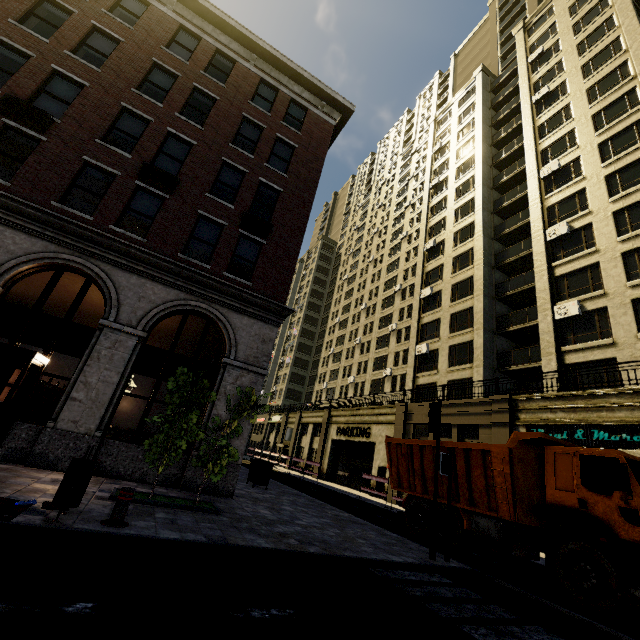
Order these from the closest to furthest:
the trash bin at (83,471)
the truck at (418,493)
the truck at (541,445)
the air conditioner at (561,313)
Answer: the trash bin at (83,471) → the truck at (541,445) → the truck at (418,493) → the air conditioner at (561,313)

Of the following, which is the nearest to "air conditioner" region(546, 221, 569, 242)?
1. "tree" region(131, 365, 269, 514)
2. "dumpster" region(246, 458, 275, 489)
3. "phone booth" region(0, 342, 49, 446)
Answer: "dumpster" region(246, 458, 275, 489)

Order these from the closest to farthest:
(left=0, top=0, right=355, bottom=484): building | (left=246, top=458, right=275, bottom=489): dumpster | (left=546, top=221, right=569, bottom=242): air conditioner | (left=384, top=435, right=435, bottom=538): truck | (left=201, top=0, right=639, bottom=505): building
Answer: (left=0, top=0, right=355, bottom=484): building → (left=384, top=435, right=435, bottom=538): truck → (left=246, top=458, right=275, bottom=489): dumpster → (left=201, top=0, right=639, bottom=505): building → (left=546, top=221, right=569, bottom=242): air conditioner

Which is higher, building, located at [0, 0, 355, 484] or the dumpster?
building, located at [0, 0, 355, 484]

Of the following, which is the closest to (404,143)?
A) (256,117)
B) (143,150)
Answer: (256,117)

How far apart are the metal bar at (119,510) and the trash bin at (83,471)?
0.47m

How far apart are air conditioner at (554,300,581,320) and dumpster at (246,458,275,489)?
18.4m

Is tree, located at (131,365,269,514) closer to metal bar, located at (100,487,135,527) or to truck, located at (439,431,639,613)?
metal bar, located at (100,487,135,527)
